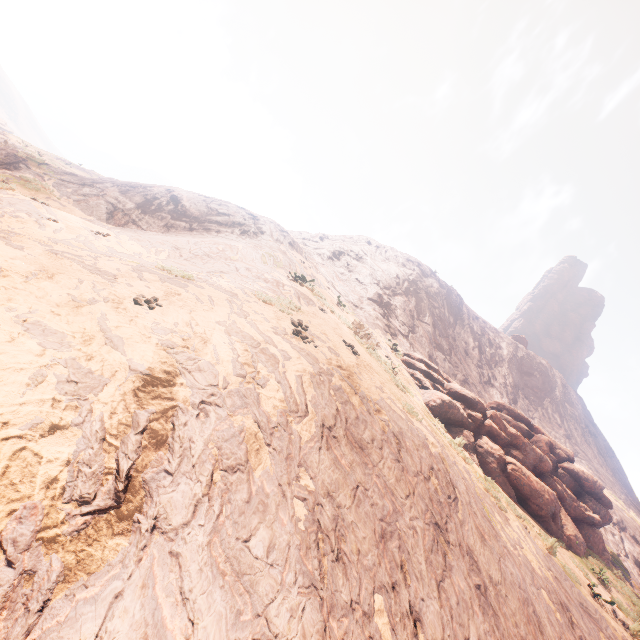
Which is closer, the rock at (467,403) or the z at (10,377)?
the z at (10,377)

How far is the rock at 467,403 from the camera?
13.85m

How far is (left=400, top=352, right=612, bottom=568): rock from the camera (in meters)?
13.85

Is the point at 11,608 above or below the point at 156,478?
below

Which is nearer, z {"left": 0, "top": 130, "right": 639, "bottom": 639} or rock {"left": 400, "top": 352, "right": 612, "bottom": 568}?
z {"left": 0, "top": 130, "right": 639, "bottom": 639}
